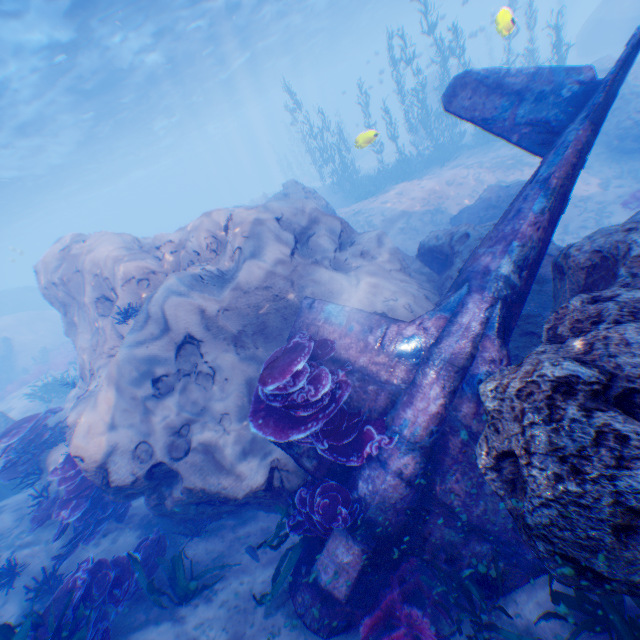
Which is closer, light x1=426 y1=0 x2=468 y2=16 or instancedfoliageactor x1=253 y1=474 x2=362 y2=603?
instancedfoliageactor x1=253 y1=474 x2=362 y2=603

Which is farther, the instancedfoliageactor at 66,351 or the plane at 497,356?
the instancedfoliageactor at 66,351

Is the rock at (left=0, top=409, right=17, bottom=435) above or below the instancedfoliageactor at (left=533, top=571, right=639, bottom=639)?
above

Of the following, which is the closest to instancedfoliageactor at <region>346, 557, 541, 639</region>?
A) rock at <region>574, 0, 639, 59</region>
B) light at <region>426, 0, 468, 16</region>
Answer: rock at <region>574, 0, 639, 59</region>

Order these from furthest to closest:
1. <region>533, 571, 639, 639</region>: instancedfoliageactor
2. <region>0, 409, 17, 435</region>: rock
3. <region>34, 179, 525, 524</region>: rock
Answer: <region>0, 409, 17, 435</region>: rock < <region>34, 179, 525, 524</region>: rock < <region>533, 571, 639, 639</region>: instancedfoliageactor

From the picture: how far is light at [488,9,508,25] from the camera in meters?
7.5 m

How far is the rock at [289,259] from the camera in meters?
5.8

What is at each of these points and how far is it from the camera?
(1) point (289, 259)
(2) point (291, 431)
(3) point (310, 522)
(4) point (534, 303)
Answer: (1) rock, 6.7 meters
(2) instancedfoliageactor, 4.6 meters
(3) instancedfoliageactor, 4.6 meters
(4) rock, 5.2 meters
